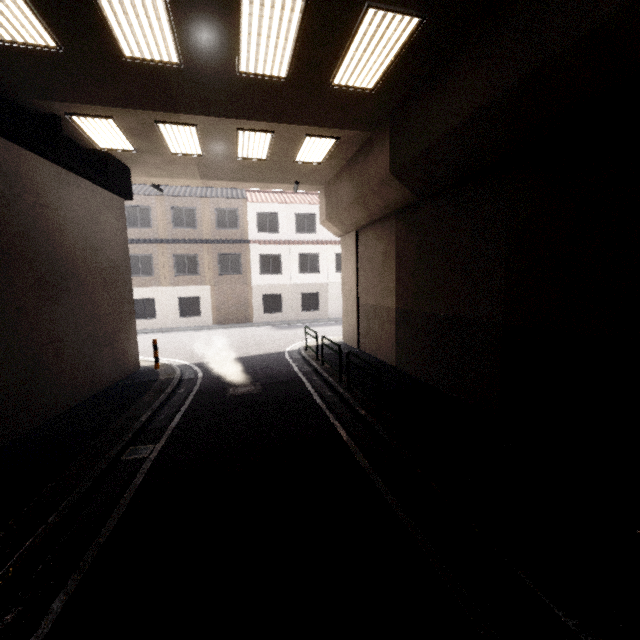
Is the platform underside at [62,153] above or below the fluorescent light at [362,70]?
below

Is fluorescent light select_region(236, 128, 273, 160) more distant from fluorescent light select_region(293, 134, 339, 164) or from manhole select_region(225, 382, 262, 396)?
manhole select_region(225, 382, 262, 396)

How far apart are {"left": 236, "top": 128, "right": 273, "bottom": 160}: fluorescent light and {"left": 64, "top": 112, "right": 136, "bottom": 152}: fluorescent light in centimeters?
289cm

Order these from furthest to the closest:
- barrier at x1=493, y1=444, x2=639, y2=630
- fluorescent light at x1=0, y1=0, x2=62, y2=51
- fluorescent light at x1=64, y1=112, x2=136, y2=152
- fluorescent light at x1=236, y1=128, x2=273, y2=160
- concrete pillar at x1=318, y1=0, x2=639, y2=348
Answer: fluorescent light at x1=236, y1=128, x2=273, y2=160
fluorescent light at x1=64, y1=112, x2=136, y2=152
fluorescent light at x1=0, y1=0, x2=62, y2=51
concrete pillar at x1=318, y1=0, x2=639, y2=348
barrier at x1=493, y1=444, x2=639, y2=630

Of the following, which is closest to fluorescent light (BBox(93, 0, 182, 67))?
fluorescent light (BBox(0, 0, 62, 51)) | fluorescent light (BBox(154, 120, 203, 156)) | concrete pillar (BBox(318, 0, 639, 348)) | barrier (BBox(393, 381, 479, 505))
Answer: fluorescent light (BBox(0, 0, 62, 51))

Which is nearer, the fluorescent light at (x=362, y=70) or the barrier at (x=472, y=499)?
the barrier at (x=472, y=499)

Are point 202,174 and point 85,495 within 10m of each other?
no

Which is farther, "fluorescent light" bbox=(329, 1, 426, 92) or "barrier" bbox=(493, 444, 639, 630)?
"fluorescent light" bbox=(329, 1, 426, 92)
